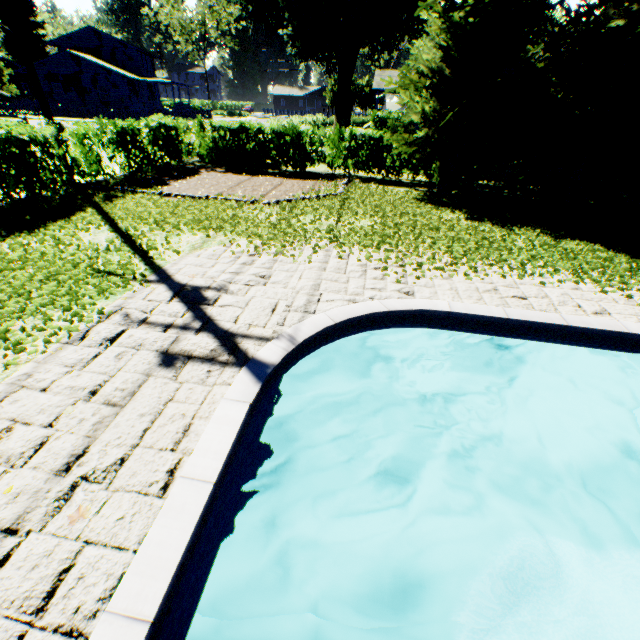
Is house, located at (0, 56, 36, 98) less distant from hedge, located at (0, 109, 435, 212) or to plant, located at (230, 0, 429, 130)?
plant, located at (230, 0, 429, 130)

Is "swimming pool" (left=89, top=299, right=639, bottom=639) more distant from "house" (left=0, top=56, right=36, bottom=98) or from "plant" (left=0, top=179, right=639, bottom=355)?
"house" (left=0, top=56, right=36, bottom=98)

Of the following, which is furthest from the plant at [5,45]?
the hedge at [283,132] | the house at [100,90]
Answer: the hedge at [283,132]

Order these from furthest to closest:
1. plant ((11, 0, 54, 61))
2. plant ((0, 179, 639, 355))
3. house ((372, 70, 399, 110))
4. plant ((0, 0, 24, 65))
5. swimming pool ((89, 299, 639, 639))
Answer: plant ((11, 0, 54, 61))
plant ((0, 0, 24, 65))
house ((372, 70, 399, 110))
plant ((0, 179, 639, 355))
swimming pool ((89, 299, 639, 639))

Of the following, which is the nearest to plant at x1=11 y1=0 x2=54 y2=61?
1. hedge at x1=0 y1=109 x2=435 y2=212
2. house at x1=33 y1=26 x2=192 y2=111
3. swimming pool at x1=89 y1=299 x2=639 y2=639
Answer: house at x1=33 y1=26 x2=192 y2=111

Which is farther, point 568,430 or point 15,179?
point 15,179

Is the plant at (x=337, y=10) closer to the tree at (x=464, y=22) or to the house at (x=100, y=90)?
the house at (x=100, y=90)

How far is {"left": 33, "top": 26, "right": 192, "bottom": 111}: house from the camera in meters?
38.4
